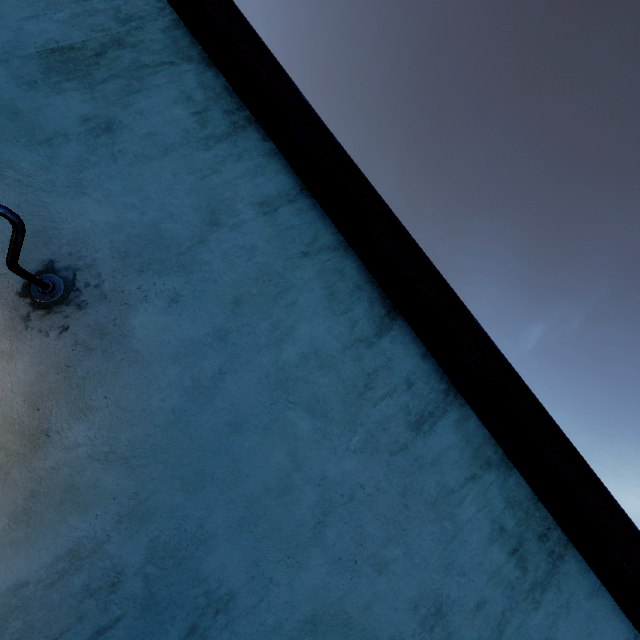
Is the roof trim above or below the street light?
above

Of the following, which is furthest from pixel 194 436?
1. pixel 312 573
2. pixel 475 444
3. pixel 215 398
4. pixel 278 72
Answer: pixel 278 72

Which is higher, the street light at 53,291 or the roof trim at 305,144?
the roof trim at 305,144
